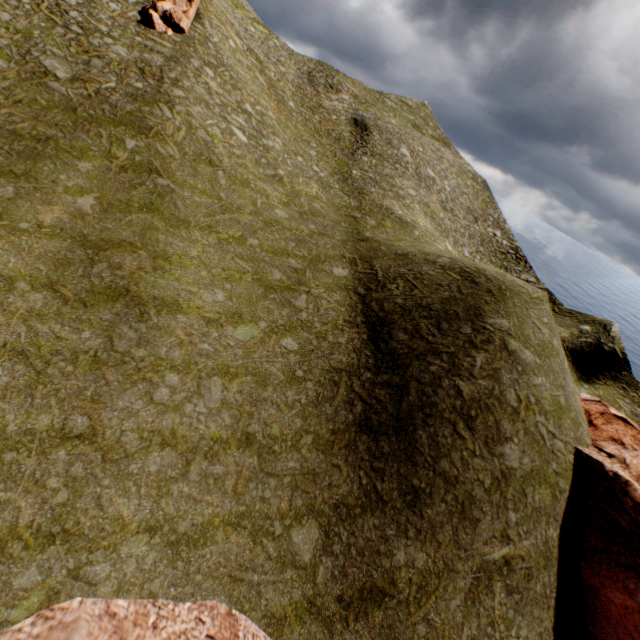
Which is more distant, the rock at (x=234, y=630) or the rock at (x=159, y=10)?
the rock at (x=159, y=10)

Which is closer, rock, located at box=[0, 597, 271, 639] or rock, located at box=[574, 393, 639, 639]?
rock, located at box=[0, 597, 271, 639]

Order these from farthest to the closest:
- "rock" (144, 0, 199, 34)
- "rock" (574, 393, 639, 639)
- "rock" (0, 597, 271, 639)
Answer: "rock" (144, 0, 199, 34)
"rock" (574, 393, 639, 639)
"rock" (0, 597, 271, 639)

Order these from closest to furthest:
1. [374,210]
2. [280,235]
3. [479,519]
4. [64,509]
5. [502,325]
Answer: [64,509], [479,519], [502,325], [280,235], [374,210]

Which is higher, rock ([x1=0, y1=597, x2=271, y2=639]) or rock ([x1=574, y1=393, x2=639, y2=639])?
rock ([x1=574, y1=393, x2=639, y2=639])

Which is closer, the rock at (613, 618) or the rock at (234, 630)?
the rock at (234, 630)

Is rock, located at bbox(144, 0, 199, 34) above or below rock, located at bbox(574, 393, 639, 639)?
above
